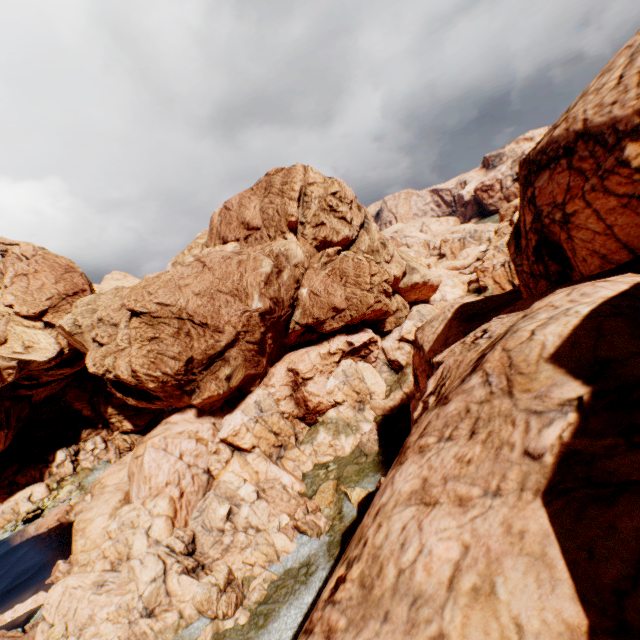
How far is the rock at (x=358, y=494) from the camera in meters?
26.9 m

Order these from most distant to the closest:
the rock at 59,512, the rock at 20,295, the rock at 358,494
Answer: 1. the rock at 59,512
2. the rock at 358,494
3. the rock at 20,295

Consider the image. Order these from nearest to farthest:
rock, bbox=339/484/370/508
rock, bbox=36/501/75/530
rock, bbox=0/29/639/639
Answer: rock, bbox=0/29/639/639 < rock, bbox=339/484/370/508 < rock, bbox=36/501/75/530

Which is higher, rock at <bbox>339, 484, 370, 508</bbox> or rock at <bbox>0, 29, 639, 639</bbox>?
rock at <bbox>0, 29, 639, 639</bbox>

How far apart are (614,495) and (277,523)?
28.9 meters

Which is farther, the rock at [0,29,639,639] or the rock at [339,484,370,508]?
the rock at [339,484,370,508]

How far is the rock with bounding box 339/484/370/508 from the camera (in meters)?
26.92
